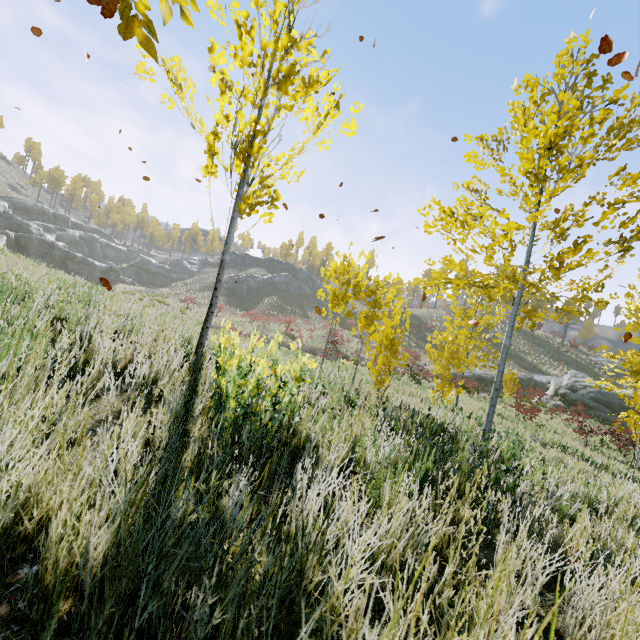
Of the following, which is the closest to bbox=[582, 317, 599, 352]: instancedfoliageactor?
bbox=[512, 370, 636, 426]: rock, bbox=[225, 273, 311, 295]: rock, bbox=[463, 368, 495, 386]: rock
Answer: bbox=[512, 370, 636, 426]: rock

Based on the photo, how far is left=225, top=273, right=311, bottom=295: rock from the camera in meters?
51.9

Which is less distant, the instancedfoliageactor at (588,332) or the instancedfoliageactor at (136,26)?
the instancedfoliageactor at (136,26)

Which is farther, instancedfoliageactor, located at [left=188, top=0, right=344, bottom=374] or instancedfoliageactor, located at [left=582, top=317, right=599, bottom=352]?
instancedfoliageactor, located at [left=582, top=317, right=599, bottom=352]

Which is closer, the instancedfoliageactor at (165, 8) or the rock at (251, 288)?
the instancedfoliageactor at (165, 8)

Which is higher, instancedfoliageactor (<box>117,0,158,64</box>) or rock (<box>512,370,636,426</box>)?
instancedfoliageactor (<box>117,0,158,64</box>)

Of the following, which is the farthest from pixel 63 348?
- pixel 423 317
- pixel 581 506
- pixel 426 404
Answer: pixel 423 317

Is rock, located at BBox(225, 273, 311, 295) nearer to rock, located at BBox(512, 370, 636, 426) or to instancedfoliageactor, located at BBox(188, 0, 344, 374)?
rock, located at BBox(512, 370, 636, 426)
